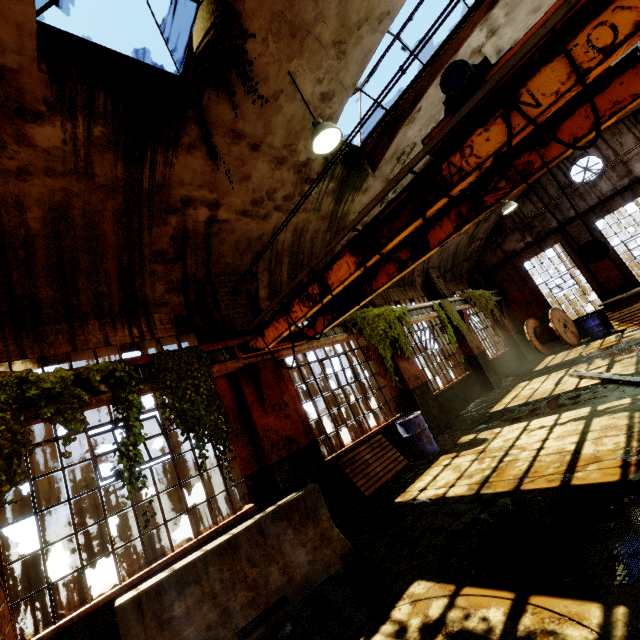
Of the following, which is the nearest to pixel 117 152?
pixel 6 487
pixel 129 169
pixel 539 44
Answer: pixel 129 169

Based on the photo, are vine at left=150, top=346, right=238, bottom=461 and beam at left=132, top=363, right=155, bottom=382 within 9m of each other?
yes

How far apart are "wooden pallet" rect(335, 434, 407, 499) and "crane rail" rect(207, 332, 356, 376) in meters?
2.5 m

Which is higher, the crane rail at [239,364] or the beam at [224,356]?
the beam at [224,356]

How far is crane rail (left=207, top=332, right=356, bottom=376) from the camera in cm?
588

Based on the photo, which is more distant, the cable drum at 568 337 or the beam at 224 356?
the cable drum at 568 337

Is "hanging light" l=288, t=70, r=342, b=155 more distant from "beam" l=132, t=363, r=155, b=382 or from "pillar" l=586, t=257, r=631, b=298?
"pillar" l=586, t=257, r=631, b=298

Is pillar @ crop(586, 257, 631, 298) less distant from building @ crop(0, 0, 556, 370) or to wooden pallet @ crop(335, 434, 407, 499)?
building @ crop(0, 0, 556, 370)
